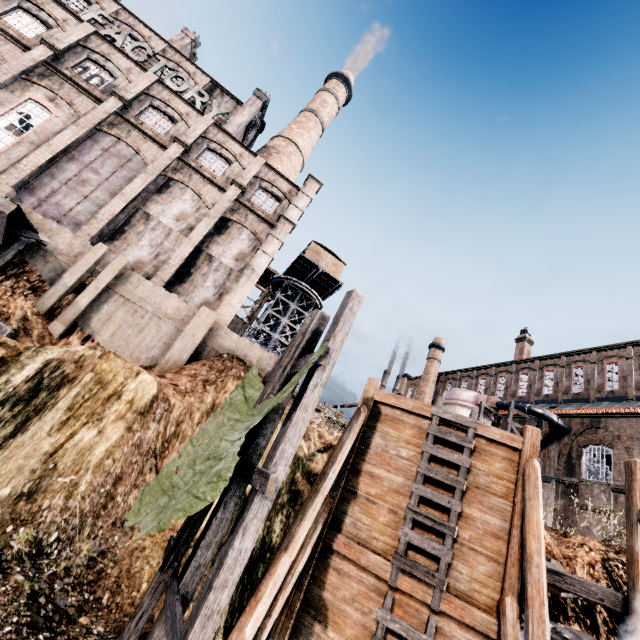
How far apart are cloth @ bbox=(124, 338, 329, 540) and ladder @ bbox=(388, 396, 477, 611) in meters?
4.2 m

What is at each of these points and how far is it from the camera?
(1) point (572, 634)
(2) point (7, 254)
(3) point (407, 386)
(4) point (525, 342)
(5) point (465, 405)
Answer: (1) pipe, 6.0 meters
(2) wooden platform, 13.4 meters
(3) building, 59.2 meters
(4) chimney, 43.0 meters
(5) silo, 31.6 meters

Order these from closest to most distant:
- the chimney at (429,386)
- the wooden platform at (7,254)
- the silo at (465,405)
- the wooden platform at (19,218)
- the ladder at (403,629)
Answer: the ladder at (403,629), the wooden platform at (19,218), the wooden platform at (7,254), the silo at (465,405), the chimney at (429,386)

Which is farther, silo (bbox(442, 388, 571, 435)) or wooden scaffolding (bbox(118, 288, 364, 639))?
silo (bbox(442, 388, 571, 435))

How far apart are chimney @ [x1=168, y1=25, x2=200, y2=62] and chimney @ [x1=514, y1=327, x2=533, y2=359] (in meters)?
52.74

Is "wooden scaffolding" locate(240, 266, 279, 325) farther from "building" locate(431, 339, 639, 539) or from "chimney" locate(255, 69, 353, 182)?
"chimney" locate(255, 69, 353, 182)

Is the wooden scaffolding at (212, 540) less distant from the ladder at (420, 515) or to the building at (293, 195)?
the ladder at (420, 515)

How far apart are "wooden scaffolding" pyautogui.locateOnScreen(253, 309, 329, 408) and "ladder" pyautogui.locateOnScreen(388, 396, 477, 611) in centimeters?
381cm
